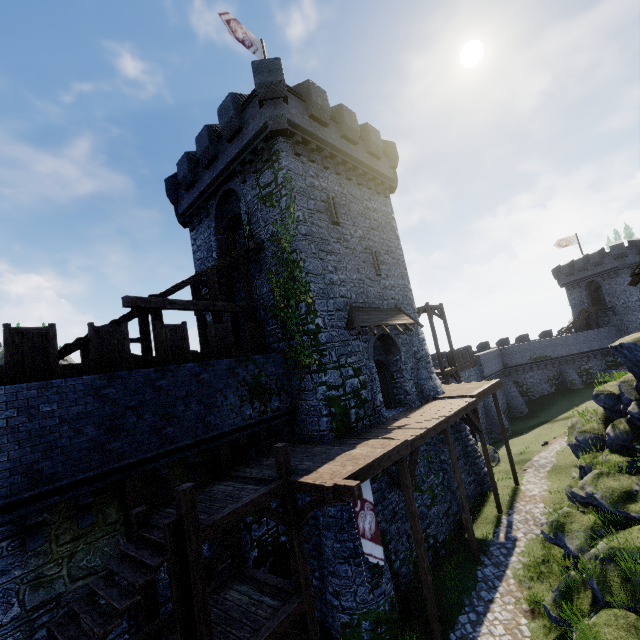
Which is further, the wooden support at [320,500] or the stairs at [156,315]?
the stairs at [156,315]

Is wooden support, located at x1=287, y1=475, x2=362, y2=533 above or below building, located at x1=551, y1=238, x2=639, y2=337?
below

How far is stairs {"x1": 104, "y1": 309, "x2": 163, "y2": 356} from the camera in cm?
1142

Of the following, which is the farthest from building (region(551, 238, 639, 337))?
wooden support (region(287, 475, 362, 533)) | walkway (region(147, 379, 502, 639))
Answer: wooden support (region(287, 475, 362, 533))

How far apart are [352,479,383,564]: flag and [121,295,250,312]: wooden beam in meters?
8.8

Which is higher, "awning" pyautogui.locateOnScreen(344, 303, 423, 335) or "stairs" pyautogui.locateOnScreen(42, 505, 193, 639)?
"awning" pyautogui.locateOnScreen(344, 303, 423, 335)

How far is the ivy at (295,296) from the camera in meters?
13.9

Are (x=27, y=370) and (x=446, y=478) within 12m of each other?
no
